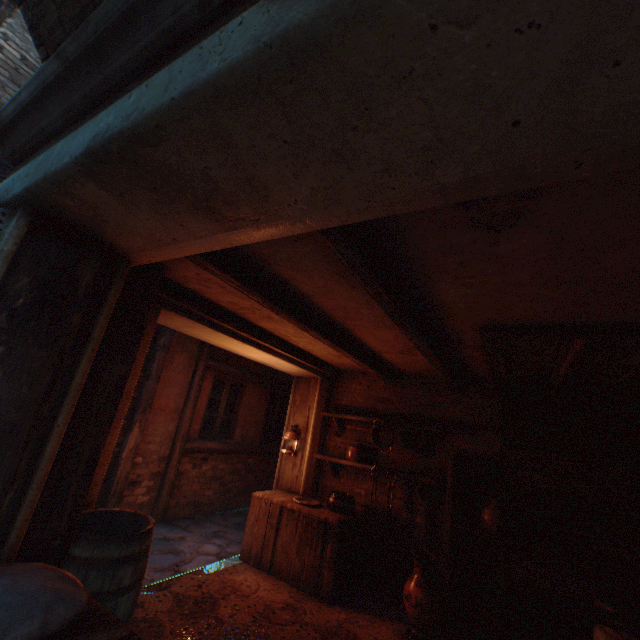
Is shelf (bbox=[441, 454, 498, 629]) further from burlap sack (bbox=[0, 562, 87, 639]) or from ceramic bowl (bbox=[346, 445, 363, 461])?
burlap sack (bbox=[0, 562, 87, 639])

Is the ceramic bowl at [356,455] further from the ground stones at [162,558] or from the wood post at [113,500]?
the wood post at [113,500]

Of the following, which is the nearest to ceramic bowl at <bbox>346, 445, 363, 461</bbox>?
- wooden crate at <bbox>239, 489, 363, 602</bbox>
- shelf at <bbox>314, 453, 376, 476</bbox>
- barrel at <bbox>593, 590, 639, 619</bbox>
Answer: shelf at <bbox>314, 453, 376, 476</bbox>

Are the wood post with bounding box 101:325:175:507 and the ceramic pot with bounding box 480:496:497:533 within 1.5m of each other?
no

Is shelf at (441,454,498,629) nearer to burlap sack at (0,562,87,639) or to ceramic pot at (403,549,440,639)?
ceramic pot at (403,549,440,639)

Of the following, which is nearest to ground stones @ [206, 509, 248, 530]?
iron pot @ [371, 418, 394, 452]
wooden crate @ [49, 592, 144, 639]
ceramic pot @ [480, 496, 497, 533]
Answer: wooden crate @ [49, 592, 144, 639]

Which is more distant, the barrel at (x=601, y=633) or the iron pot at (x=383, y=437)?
the iron pot at (x=383, y=437)

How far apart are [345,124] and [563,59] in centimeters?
54cm
